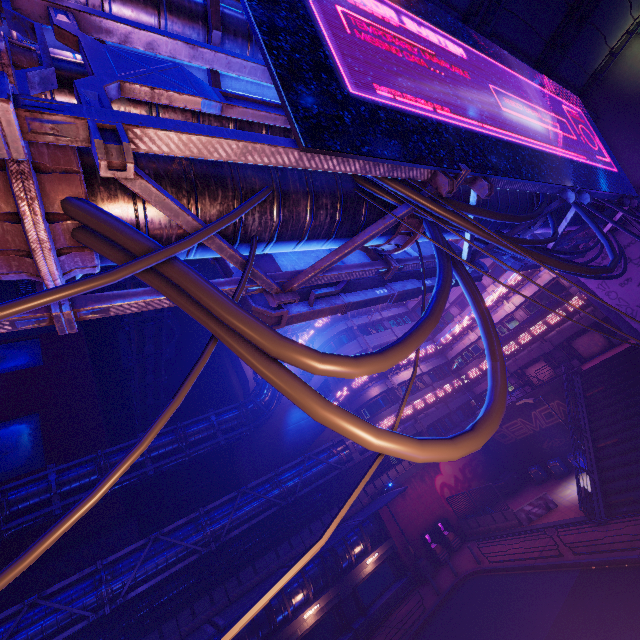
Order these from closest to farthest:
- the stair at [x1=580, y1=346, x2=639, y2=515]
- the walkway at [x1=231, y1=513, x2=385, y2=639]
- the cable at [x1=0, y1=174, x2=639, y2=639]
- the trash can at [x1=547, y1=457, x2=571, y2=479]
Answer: the cable at [x1=0, y1=174, x2=639, y2=639] → the stair at [x1=580, y1=346, x2=639, y2=515] → the walkway at [x1=231, y1=513, x2=385, y2=639] → the trash can at [x1=547, y1=457, x2=571, y2=479]

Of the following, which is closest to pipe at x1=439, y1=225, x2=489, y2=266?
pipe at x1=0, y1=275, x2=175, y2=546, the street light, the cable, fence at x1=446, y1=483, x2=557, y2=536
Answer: the cable

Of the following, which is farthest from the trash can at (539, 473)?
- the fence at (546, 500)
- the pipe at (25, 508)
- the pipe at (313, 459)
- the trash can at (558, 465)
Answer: the pipe at (25, 508)

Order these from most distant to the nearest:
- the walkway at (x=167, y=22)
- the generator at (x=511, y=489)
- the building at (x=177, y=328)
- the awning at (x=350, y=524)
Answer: the building at (x=177, y=328) → the generator at (x=511, y=489) → the awning at (x=350, y=524) → the walkway at (x=167, y=22)

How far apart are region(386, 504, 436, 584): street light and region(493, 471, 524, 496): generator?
9.5m

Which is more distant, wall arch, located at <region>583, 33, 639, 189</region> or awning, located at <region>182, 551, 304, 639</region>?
awning, located at <region>182, 551, 304, 639</region>

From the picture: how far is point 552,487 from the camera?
23.8 meters

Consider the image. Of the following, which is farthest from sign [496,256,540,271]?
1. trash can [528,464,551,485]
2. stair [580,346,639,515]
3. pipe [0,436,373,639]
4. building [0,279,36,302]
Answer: building [0,279,36,302]
